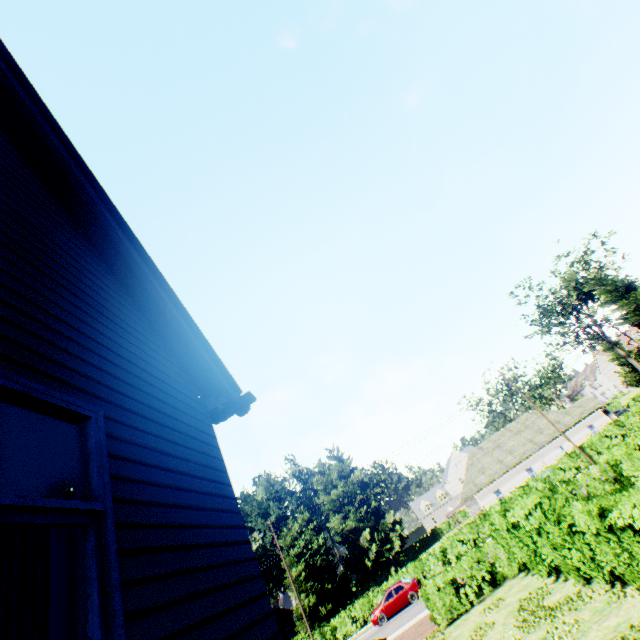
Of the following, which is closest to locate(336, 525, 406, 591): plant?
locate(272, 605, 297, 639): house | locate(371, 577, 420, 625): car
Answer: locate(272, 605, 297, 639): house

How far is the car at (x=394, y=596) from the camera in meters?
26.0 m

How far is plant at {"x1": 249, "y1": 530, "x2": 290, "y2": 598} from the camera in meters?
54.9 m

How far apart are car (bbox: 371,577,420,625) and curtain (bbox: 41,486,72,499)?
31.26m

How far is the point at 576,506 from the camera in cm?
1004

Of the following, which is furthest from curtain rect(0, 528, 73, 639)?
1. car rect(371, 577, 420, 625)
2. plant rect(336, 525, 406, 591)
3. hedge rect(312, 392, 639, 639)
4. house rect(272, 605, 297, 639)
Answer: house rect(272, 605, 297, 639)

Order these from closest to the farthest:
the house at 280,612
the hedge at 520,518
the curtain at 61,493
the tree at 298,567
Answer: the curtain at 61,493, the hedge at 520,518, the tree at 298,567, the house at 280,612

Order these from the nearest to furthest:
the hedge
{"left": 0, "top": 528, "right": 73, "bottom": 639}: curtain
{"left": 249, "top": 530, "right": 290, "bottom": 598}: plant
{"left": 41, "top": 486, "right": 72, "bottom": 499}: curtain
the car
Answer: {"left": 0, "top": 528, "right": 73, "bottom": 639}: curtain → {"left": 41, "top": 486, "right": 72, "bottom": 499}: curtain → the hedge → the car → {"left": 249, "top": 530, "right": 290, "bottom": 598}: plant
